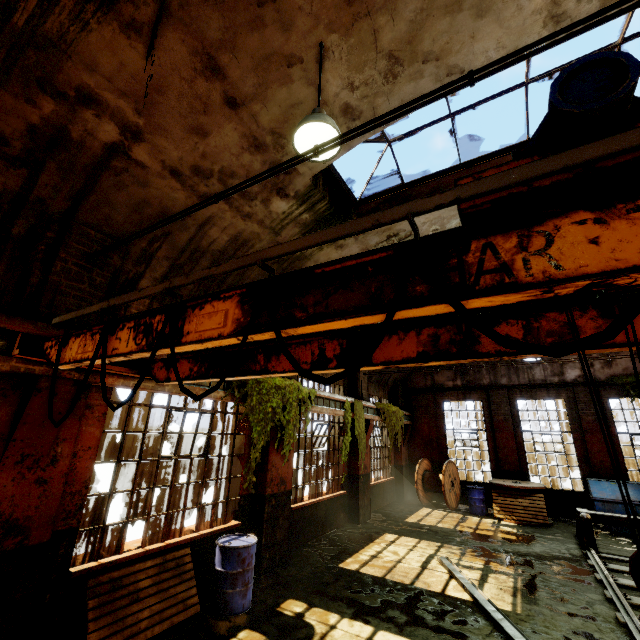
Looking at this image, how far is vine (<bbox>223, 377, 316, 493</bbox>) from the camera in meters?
6.3 m

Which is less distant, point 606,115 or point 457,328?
point 606,115

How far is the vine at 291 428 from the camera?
6.3 meters

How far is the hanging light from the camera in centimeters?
332cm

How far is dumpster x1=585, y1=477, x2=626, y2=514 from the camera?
10.5m

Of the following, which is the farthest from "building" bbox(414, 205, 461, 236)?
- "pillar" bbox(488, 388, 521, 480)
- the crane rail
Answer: "pillar" bbox(488, 388, 521, 480)

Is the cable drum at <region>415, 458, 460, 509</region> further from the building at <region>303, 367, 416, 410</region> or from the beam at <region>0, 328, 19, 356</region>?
the beam at <region>0, 328, 19, 356</region>

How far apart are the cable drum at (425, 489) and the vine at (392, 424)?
1.36m
